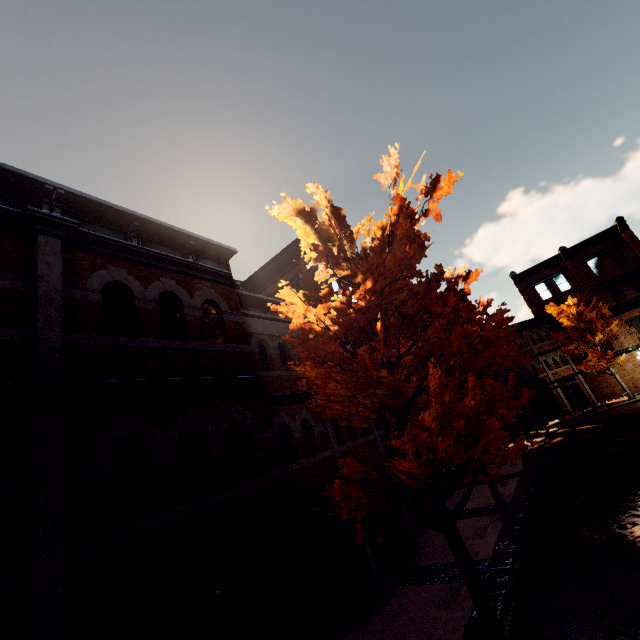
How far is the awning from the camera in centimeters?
2548cm

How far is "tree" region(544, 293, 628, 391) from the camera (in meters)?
28.33

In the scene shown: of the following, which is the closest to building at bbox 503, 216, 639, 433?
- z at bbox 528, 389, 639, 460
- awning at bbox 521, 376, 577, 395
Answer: awning at bbox 521, 376, 577, 395

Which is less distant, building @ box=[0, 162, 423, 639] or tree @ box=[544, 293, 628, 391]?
building @ box=[0, 162, 423, 639]

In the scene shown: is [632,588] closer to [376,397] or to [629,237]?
[376,397]

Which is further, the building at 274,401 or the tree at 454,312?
the tree at 454,312

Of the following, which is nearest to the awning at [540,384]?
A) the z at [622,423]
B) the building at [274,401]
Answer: the building at [274,401]
